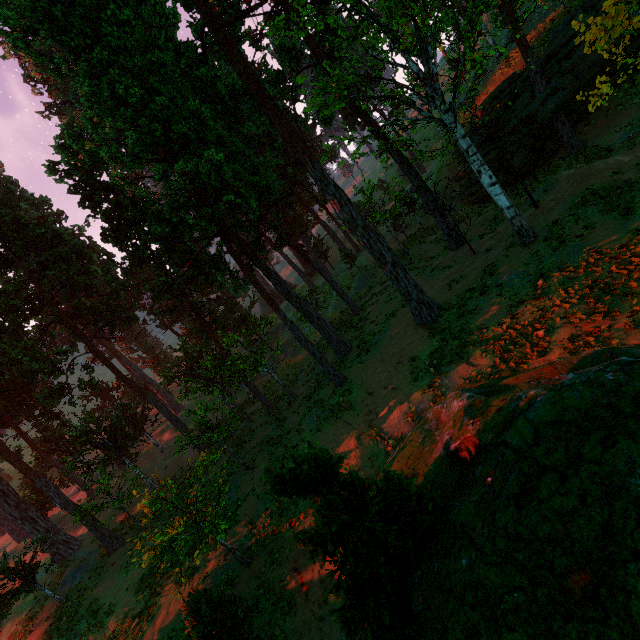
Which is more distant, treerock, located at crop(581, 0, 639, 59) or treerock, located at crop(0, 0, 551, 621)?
treerock, located at crop(0, 0, 551, 621)

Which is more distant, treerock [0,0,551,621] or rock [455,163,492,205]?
rock [455,163,492,205]

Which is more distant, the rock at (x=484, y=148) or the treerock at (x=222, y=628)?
the rock at (x=484, y=148)

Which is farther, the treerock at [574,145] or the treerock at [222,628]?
the treerock at [574,145]

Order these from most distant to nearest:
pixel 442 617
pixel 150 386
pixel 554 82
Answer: pixel 150 386 → pixel 554 82 → pixel 442 617

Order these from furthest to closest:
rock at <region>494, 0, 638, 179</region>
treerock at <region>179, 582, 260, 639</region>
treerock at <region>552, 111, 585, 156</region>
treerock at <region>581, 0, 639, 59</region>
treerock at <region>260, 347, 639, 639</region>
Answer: treerock at <region>552, 111, 585, 156</region>, rock at <region>494, 0, 638, 179</region>, treerock at <region>179, 582, 260, 639</region>, treerock at <region>581, 0, 639, 59</region>, treerock at <region>260, 347, 639, 639</region>

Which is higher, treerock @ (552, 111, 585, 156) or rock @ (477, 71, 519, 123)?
rock @ (477, 71, 519, 123)
